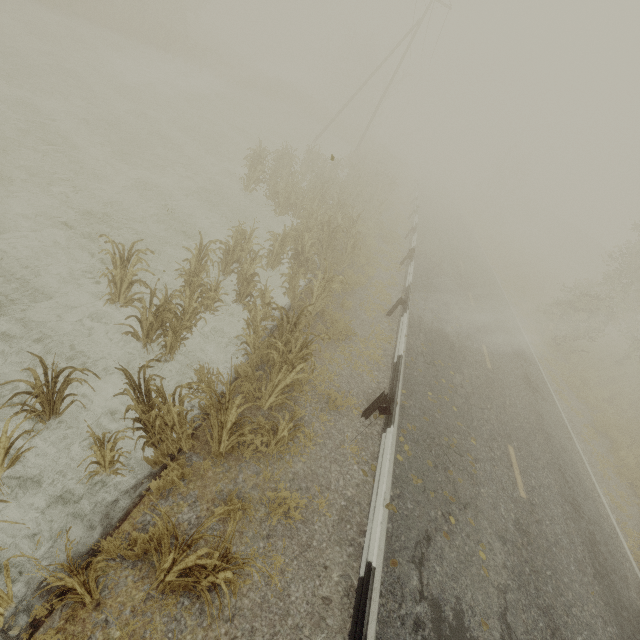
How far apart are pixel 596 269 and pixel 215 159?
51.8m

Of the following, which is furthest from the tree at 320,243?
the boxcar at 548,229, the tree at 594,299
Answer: the boxcar at 548,229

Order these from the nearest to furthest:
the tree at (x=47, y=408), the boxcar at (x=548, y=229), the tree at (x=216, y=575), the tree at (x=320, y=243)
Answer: the tree at (x=216, y=575) → the tree at (x=47, y=408) → the tree at (x=320, y=243) → the boxcar at (x=548, y=229)

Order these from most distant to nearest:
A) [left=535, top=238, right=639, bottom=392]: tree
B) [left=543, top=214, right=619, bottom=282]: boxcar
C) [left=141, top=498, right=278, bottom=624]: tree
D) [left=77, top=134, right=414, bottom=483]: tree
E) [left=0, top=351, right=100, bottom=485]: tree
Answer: [left=543, top=214, right=619, bottom=282]: boxcar
[left=535, top=238, right=639, bottom=392]: tree
[left=77, top=134, right=414, bottom=483]: tree
[left=0, top=351, right=100, bottom=485]: tree
[left=141, top=498, right=278, bottom=624]: tree

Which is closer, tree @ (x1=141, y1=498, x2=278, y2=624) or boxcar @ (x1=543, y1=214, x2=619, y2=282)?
tree @ (x1=141, y1=498, x2=278, y2=624)

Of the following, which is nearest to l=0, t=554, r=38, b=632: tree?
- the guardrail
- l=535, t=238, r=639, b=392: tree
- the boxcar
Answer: the guardrail

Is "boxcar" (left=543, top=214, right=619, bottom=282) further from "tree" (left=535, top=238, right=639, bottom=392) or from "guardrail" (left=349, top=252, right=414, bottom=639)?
"guardrail" (left=349, top=252, right=414, bottom=639)

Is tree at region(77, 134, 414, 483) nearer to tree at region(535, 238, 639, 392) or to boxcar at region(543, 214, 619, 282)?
tree at region(535, 238, 639, 392)
